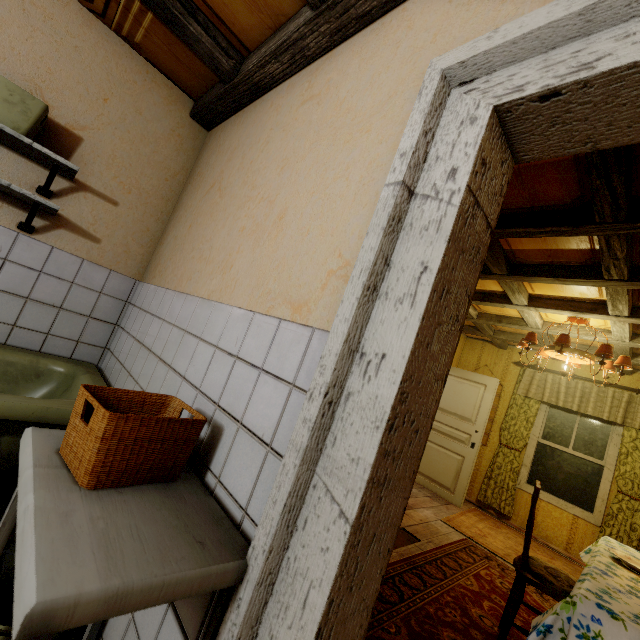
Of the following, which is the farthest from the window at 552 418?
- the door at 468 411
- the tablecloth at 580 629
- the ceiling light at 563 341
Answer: the tablecloth at 580 629

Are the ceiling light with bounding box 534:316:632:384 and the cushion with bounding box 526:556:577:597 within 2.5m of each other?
yes

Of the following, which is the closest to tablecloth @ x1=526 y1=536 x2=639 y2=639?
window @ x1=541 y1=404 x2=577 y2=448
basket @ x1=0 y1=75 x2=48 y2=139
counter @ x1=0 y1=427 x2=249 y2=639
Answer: counter @ x1=0 y1=427 x2=249 y2=639

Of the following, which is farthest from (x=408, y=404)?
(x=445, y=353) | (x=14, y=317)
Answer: (x=14, y=317)

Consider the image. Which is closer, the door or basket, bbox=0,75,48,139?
basket, bbox=0,75,48,139

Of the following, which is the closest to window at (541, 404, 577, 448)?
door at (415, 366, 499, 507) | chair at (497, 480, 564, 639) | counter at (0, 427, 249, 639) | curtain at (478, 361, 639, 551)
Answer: curtain at (478, 361, 639, 551)

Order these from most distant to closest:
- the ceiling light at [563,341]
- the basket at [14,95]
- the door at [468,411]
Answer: the door at [468,411], the ceiling light at [563,341], the basket at [14,95]

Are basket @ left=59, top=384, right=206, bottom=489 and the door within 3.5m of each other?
no
